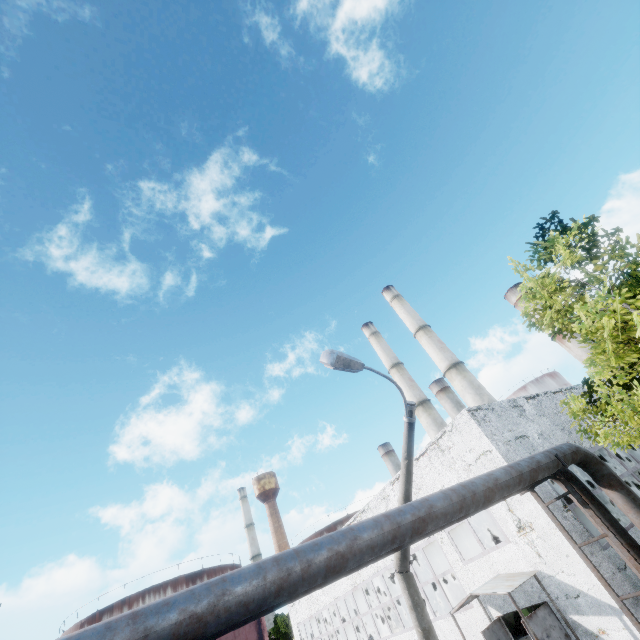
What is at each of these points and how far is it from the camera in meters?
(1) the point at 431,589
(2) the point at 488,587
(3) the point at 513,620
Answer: (1) boiler tank, 24.0 m
(2) awning, 10.4 m
(3) boiler tank, 17.2 m

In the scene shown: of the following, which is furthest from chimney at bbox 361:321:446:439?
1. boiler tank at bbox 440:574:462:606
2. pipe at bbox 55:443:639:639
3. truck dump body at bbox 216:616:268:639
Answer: truck dump body at bbox 216:616:268:639

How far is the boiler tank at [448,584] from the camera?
23.5 meters

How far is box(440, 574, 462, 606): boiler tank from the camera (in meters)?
23.52

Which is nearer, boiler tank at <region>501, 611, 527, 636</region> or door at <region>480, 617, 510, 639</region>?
door at <region>480, 617, 510, 639</region>

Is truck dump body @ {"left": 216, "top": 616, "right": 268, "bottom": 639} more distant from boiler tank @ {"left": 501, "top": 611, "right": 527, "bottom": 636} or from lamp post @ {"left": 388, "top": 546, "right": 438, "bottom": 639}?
boiler tank @ {"left": 501, "top": 611, "right": 527, "bottom": 636}

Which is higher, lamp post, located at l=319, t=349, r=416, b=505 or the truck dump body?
lamp post, located at l=319, t=349, r=416, b=505

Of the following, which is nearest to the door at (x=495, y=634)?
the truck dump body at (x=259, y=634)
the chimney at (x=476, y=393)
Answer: the truck dump body at (x=259, y=634)
